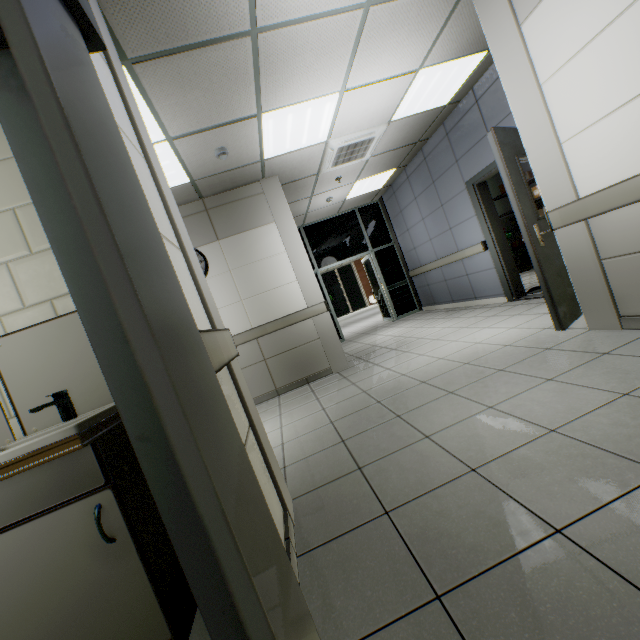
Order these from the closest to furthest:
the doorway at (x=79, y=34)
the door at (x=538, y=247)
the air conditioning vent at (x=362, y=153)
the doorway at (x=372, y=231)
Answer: the doorway at (x=79, y=34) → the door at (x=538, y=247) → the air conditioning vent at (x=362, y=153) → the doorway at (x=372, y=231)

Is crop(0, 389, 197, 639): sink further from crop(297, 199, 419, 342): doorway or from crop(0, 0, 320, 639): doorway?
crop(297, 199, 419, 342): doorway

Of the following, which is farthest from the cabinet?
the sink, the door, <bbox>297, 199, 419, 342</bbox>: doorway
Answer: <bbox>297, 199, 419, 342</bbox>: doorway

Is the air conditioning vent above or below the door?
above

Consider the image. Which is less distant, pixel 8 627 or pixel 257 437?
pixel 8 627

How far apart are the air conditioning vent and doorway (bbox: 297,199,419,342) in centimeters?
287cm

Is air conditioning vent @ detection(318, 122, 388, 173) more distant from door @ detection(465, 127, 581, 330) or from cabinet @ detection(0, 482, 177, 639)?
cabinet @ detection(0, 482, 177, 639)

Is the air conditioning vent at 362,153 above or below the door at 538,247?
above
